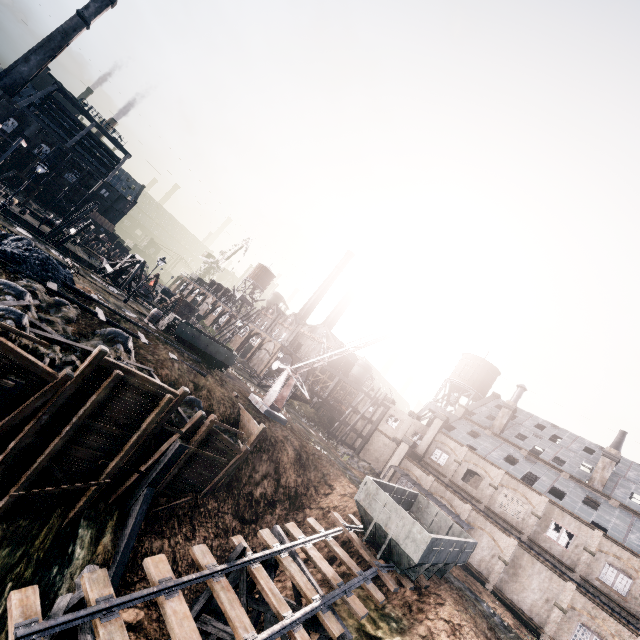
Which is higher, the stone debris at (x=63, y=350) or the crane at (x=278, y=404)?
the crane at (x=278, y=404)

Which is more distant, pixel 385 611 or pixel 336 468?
pixel 336 468

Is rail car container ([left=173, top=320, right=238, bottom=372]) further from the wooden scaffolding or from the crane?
the wooden scaffolding

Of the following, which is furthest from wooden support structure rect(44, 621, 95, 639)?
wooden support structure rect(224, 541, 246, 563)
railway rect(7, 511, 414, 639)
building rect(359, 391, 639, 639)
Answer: building rect(359, 391, 639, 639)

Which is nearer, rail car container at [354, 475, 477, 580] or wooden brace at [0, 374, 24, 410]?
wooden brace at [0, 374, 24, 410]

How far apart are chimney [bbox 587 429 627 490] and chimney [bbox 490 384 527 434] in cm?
947

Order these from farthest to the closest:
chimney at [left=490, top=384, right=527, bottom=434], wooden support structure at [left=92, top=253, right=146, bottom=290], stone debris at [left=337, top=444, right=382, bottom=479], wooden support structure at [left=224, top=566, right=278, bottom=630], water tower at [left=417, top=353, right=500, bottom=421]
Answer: water tower at [left=417, top=353, right=500, bottom=421]
chimney at [left=490, top=384, right=527, bottom=434]
wooden support structure at [left=92, top=253, right=146, bottom=290]
stone debris at [left=337, top=444, right=382, bottom=479]
wooden support structure at [left=224, top=566, right=278, bottom=630]

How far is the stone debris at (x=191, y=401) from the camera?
19.2 meters
